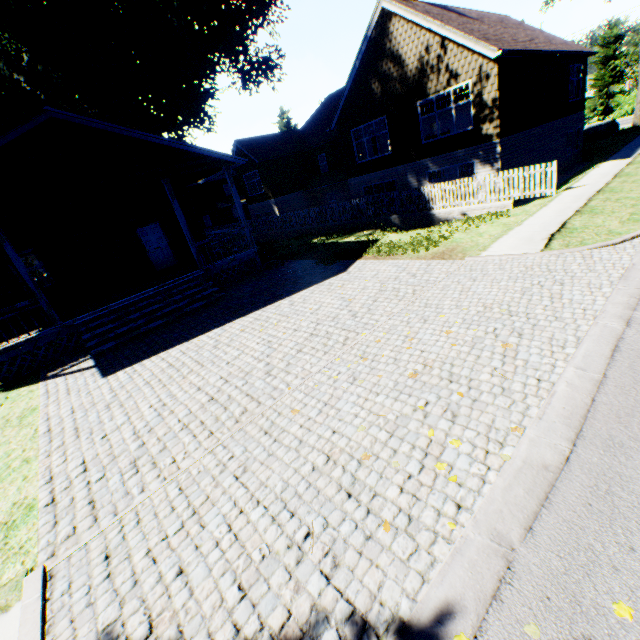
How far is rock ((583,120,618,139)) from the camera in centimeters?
2798cm

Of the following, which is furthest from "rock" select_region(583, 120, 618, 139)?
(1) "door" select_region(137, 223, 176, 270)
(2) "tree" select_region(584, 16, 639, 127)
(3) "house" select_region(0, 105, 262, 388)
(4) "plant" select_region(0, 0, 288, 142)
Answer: (1) "door" select_region(137, 223, 176, 270)

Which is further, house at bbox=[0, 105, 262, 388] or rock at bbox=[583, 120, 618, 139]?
rock at bbox=[583, 120, 618, 139]

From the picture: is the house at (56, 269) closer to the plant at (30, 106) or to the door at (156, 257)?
the door at (156, 257)

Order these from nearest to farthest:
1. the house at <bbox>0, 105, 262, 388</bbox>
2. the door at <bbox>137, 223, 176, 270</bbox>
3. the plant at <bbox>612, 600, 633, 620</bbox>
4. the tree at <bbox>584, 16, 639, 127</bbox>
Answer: the plant at <bbox>612, 600, 633, 620</bbox> < the house at <bbox>0, 105, 262, 388</bbox> < the door at <bbox>137, 223, 176, 270</bbox> < the tree at <bbox>584, 16, 639, 127</bbox>

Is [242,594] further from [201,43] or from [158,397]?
[201,43]

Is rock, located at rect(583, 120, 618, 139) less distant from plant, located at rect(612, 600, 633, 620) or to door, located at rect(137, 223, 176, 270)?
plant, located at rect(612, 600, 633, 620)

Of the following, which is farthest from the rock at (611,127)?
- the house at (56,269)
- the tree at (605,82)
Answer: the house at (56,269)
